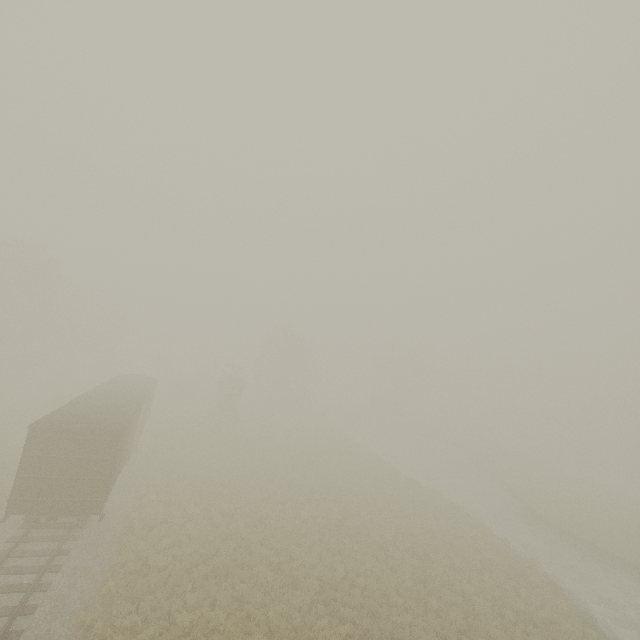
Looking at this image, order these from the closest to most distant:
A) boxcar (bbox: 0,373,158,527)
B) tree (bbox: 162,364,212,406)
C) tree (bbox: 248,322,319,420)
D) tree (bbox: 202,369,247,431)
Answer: boxcar (bbox: 0,373,158,527), tree (bbox: 202,369,247,431), tree (bbox: 162,364,212,406), tree (bbox: 248,322,319,420)

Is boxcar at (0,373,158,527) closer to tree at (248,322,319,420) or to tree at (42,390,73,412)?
tree at (42,390,73,412)

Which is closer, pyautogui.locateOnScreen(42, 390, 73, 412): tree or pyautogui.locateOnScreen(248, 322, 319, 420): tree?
pyautogui.locateOnScreen(42, 390, 73, 412): tree

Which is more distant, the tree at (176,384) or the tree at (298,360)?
the tree at (298,360)

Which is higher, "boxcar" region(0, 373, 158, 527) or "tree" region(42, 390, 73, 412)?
"boxcar" region(0, 373, 158, 527)

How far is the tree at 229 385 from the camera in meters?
36.0

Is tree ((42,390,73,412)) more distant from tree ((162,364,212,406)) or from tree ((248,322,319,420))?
tree ((162,364,212,406))

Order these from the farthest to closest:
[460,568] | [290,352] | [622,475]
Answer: [622,475]
[290,352]
[460,568]
